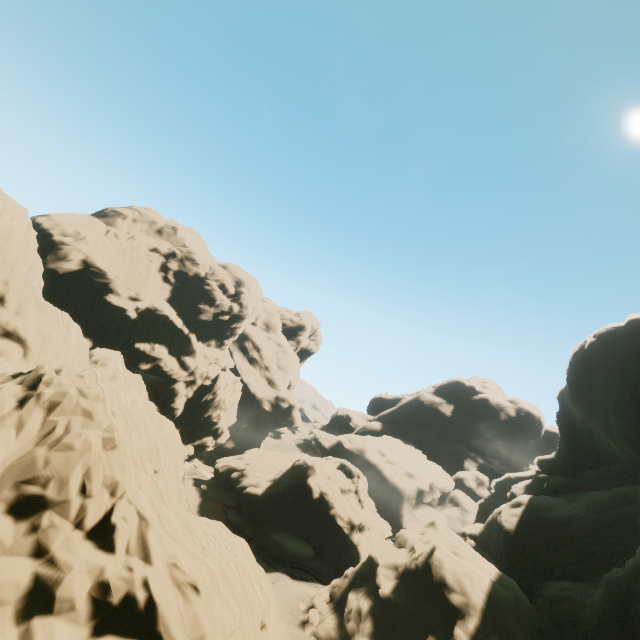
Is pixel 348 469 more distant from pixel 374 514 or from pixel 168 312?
pixel 168 312
